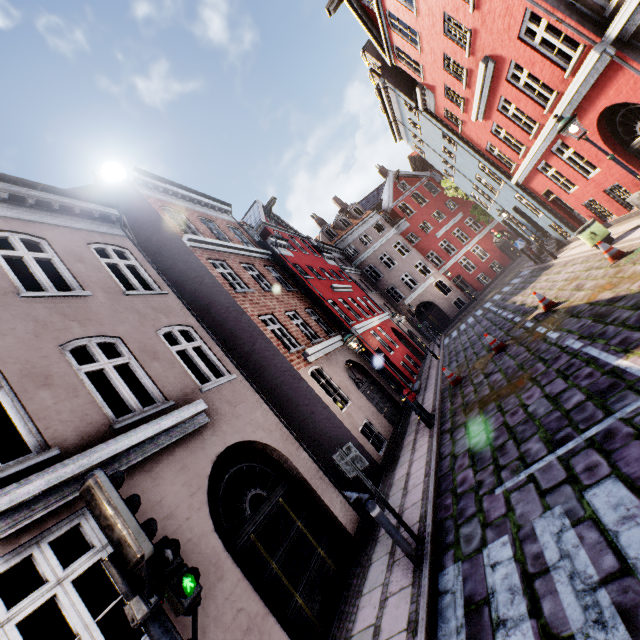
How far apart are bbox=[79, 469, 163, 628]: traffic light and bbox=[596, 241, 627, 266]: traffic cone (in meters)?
12.70

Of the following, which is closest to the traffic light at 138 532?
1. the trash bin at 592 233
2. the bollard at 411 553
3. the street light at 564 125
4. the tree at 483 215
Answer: the bollard at 411 553

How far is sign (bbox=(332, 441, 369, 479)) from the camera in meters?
5.5 m

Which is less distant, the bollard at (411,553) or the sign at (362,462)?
the bollard at (411,553)

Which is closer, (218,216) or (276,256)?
(218,216)

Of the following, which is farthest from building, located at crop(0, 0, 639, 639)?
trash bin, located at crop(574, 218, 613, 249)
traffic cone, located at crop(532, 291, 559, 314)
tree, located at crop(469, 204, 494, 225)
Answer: traffic cone, located at crop(532, 291, 559, 314)

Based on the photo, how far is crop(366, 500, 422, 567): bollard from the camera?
4.8 meters

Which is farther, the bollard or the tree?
the tree
